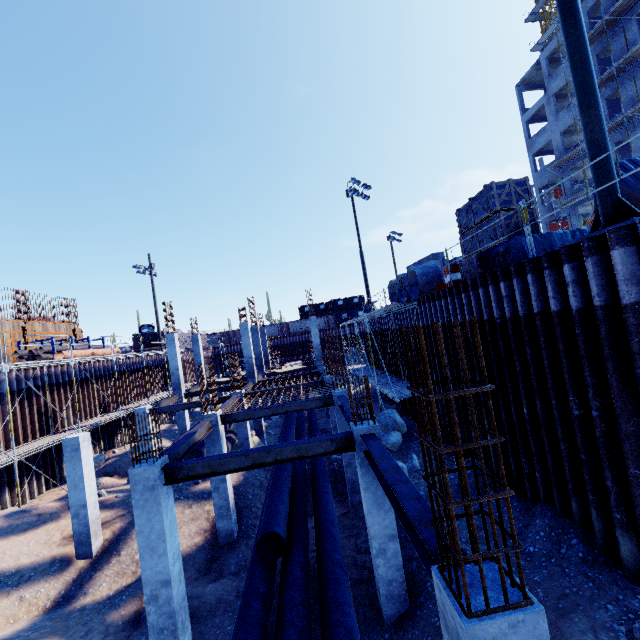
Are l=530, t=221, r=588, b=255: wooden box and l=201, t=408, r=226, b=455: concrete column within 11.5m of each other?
yes

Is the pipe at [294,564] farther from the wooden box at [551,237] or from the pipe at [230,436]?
the wooden box at [551,237]

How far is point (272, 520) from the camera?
8.0m

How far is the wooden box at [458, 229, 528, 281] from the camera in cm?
905

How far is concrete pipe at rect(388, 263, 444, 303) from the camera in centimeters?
1510cm

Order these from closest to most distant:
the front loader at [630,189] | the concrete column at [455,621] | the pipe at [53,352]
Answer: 1. the concrete column at [455,621]
2. the front loader at [630,189]
3. the pipe at [53,352]

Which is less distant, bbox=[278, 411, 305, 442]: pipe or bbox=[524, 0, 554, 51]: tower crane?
bbox=[278, 411, 305, 442]: pipe

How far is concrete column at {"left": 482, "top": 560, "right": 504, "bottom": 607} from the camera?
2.4m
